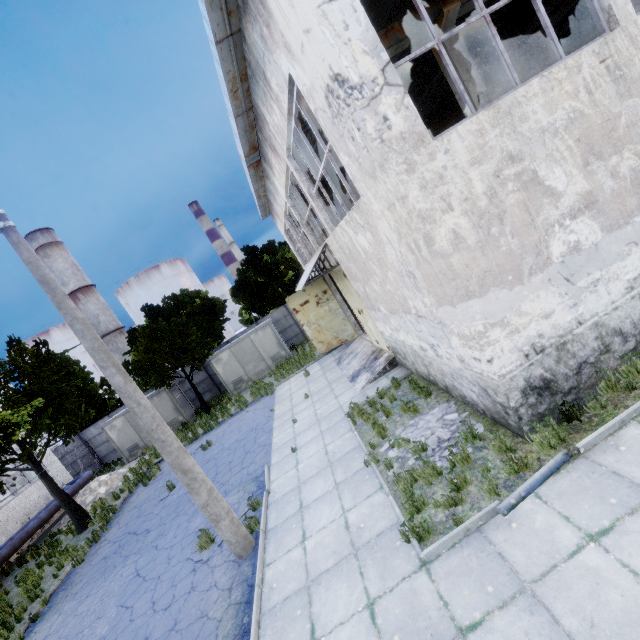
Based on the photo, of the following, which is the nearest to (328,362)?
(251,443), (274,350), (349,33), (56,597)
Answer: (251,443)

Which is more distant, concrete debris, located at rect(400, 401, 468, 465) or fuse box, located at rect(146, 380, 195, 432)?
fuse box, located at rect(146, 380, 195, 432)

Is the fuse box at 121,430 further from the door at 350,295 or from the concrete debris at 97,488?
the door at 350,295

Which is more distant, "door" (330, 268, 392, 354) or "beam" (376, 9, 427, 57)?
"door" (330, 268, 392, 354)

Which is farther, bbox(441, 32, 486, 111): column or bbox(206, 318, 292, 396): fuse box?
bbox(206, 318, 292, 396): fuse box

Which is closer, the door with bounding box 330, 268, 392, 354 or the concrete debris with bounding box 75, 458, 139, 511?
the door with bounding box 330, 268, 392, 354

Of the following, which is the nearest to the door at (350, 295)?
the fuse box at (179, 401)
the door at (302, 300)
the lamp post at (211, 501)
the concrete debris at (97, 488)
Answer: the door at (302, 300)

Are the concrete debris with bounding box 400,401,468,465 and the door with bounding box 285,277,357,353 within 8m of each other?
no
